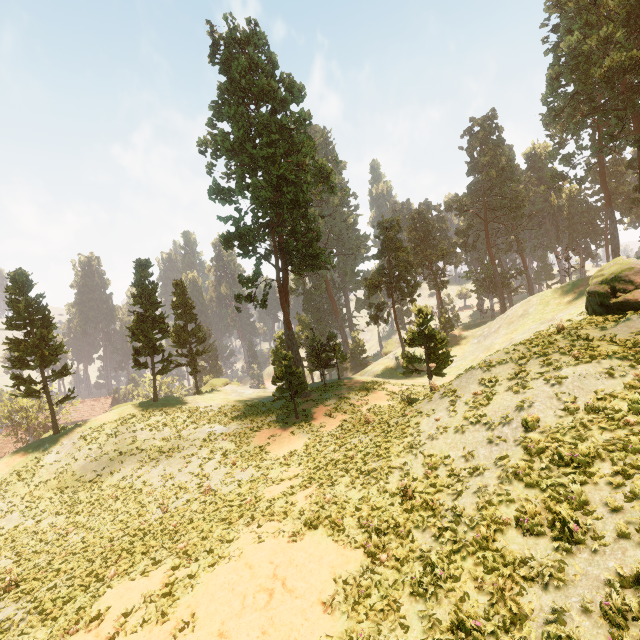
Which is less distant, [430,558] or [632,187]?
[430,558]

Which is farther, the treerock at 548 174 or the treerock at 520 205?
the treerock at 520 205

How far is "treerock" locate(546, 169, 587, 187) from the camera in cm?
4940

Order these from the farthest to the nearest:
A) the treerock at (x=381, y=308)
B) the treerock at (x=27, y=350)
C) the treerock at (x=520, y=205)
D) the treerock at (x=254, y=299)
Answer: the treerock at (x=520, y=205), the treerock at (x=381, y=308), the treerock at (x=254, y=299), the treerock at (x=27, y=350)

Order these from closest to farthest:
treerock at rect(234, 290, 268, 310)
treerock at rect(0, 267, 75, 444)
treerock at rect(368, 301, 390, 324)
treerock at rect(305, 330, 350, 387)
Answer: treerock at rect(0, 267, 75, 444), treerock at rect(234, 290, 268, 310), treerock at rect(305, 330, 350, 387), treerock at rect(368, 301, 390, 324)

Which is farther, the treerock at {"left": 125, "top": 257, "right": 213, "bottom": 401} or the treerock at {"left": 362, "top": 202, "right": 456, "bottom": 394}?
the treerock at {"left": 125, "top": 257, "right": 213, "bottom": 401}

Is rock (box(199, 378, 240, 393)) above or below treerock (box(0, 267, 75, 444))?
below
